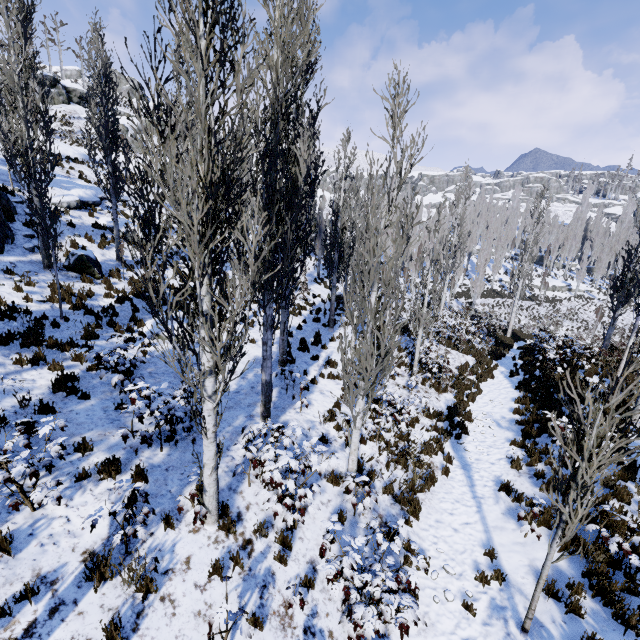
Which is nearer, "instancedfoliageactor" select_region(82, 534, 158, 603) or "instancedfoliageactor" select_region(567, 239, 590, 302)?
"instancedfoliageactor" select_region(82, 534, 158, 603)

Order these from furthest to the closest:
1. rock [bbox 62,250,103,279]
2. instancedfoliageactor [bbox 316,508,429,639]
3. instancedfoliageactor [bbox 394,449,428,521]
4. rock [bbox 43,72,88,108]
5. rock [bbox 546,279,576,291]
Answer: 1. rock [bbox 546,279,576,291]
2. rock [bbox 43,72,88,108]
3. rock [bbox 62,250,103,279]
4. instancedfoliageactor [bbox 394,449,428,521]
5. instancedfoliageactor [bbox 316,508,429,639]

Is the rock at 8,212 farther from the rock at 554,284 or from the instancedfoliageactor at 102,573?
the rock at 554,284

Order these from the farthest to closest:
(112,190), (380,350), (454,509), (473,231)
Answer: (473,231) → (112,190) → (454,509) → (380,350)

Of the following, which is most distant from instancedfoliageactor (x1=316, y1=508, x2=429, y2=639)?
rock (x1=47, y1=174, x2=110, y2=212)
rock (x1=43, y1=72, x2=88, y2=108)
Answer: rock (x1=43, y1=72, x2=88, y2=108)

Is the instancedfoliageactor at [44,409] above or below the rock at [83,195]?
below

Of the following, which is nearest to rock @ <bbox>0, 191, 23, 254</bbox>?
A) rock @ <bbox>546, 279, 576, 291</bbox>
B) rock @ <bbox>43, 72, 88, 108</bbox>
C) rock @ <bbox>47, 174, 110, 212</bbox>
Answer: rock @ <bbox>47, 174, 110, 212</bbox>

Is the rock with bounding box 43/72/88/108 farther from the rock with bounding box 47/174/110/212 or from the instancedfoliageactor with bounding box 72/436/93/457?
the rock with bounding box 47/174/110/212
